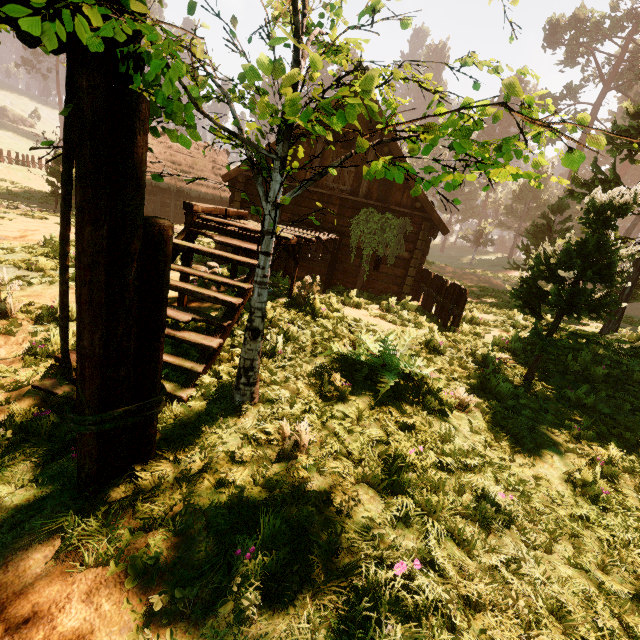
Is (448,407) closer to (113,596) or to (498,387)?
(498,387)

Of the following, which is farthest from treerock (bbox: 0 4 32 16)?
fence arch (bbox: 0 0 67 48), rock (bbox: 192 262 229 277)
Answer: rock (bbox: 192 262 229 277)

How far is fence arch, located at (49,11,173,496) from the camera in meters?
1.8

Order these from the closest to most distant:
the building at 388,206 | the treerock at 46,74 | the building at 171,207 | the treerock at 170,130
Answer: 1. the treerock at 170,130
2. the building at 171,207
3. the building at 388,206
4. the treerock at 46,74

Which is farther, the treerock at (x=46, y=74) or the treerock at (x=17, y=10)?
the treerock at (x=46, y=74)

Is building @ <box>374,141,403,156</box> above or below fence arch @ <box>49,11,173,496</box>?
above

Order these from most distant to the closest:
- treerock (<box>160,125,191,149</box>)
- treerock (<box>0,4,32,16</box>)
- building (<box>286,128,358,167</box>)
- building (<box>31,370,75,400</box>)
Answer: building (<box>286,128,358,167</box>)
building (<box>31,370,75,400</box>)
treerock (<box>160,125,191,149</box>)
treerock (<box>0,4,32,16</box>)
